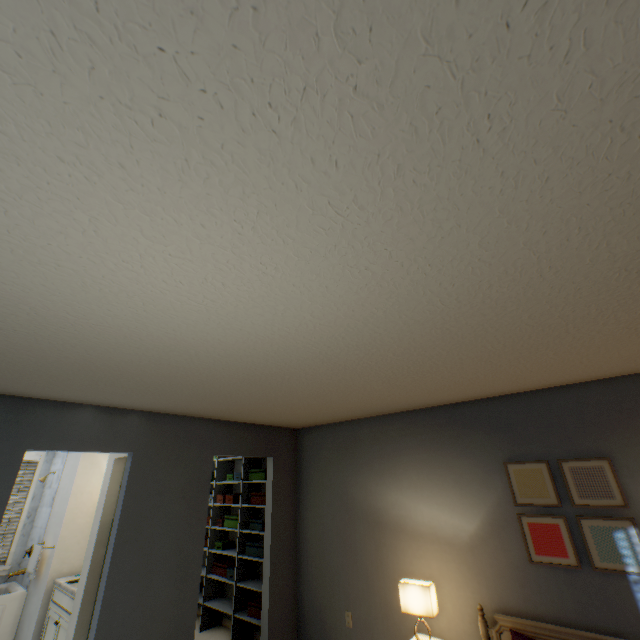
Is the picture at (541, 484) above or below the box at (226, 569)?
above

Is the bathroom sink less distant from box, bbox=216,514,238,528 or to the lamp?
box, bbox=216,514,238,528

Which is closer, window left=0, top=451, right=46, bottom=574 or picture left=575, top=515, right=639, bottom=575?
picture left=575, top=515, right=639, bottom=575

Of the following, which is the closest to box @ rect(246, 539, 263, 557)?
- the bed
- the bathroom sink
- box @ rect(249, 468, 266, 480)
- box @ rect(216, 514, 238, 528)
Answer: box @ rect(216, 514, 238, 528)

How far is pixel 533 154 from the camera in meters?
0.8 m

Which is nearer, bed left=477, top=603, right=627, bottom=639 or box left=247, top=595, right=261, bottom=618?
bed left=477, top=603, right=627, bottom=639

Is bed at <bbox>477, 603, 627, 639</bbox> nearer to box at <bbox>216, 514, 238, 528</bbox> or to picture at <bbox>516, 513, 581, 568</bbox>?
picture at <bbox>516, 513, 581, 568</bbox>

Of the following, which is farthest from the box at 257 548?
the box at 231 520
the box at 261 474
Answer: the box at 261 474
